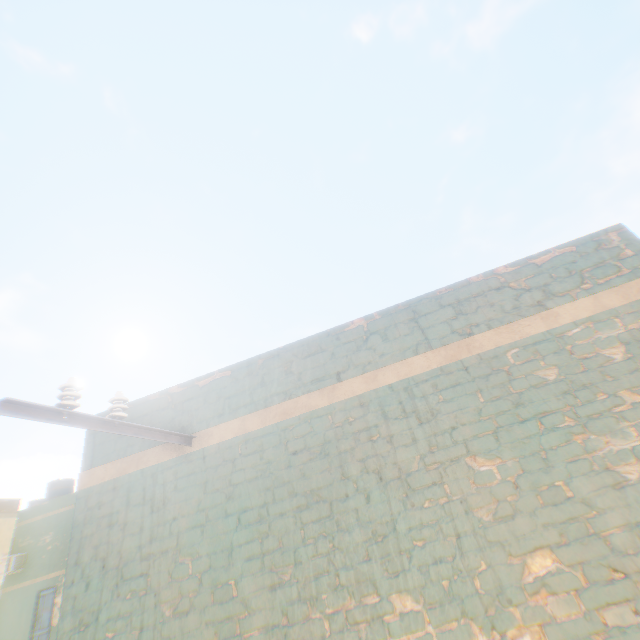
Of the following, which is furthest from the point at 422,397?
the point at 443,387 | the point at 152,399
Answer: the point at 152,399
